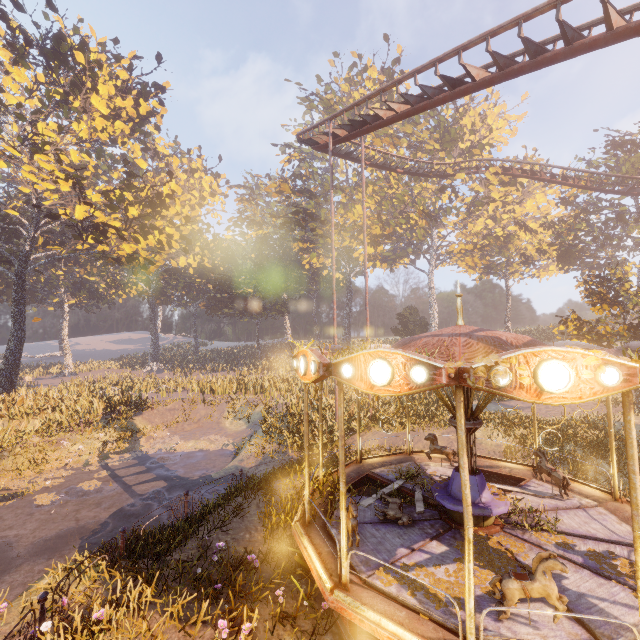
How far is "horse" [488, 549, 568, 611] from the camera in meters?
4.4

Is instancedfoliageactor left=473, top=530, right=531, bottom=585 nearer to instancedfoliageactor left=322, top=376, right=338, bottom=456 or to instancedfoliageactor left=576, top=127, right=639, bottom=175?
instancedfoliageactor left=576, top=127, right=639, bottom=175

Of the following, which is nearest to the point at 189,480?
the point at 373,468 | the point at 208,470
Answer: the point at 208,470

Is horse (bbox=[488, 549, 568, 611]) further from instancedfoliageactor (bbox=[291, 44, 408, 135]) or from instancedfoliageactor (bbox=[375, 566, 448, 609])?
instancedfoliageactor (bbox=[291, 44, 408, 135])

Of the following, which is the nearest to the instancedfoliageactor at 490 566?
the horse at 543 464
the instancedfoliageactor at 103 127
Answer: the horse at 543 464

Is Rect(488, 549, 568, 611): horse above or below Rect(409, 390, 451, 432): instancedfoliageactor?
above

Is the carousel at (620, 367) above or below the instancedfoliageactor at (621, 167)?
below

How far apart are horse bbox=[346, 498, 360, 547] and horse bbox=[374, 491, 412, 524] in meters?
0.7 m
